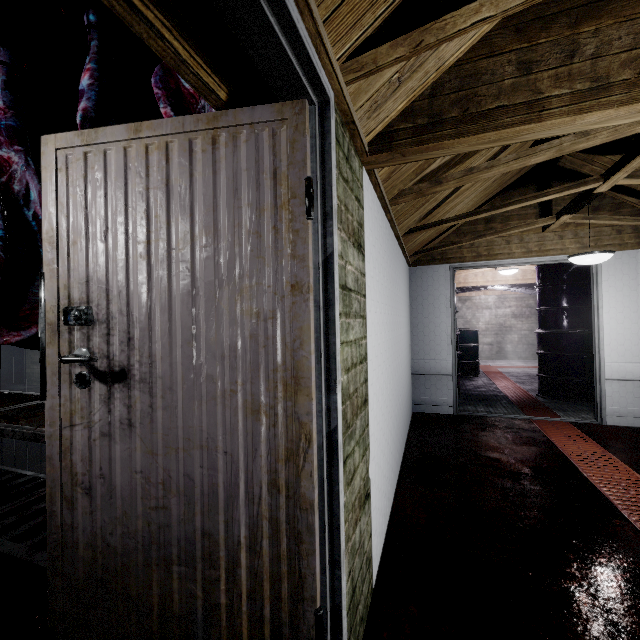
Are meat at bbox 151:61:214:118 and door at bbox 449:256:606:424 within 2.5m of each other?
no

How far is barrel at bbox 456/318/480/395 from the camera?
5.30m

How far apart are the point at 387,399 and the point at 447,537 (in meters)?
0.83

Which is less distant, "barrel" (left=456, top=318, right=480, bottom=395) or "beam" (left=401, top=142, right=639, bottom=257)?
"beam" (left=401, top=142, right=639, bottom=257)

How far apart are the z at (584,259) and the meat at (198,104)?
2.98m

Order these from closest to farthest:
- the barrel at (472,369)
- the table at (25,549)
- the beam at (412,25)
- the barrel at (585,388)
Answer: the beam at (412,25) < the table at (25,549) < the barrel at (585,388) < the barrel at (472,369)

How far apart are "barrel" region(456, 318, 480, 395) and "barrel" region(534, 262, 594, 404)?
1.3m

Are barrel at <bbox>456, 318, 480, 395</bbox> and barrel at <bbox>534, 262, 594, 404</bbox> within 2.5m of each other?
yes
